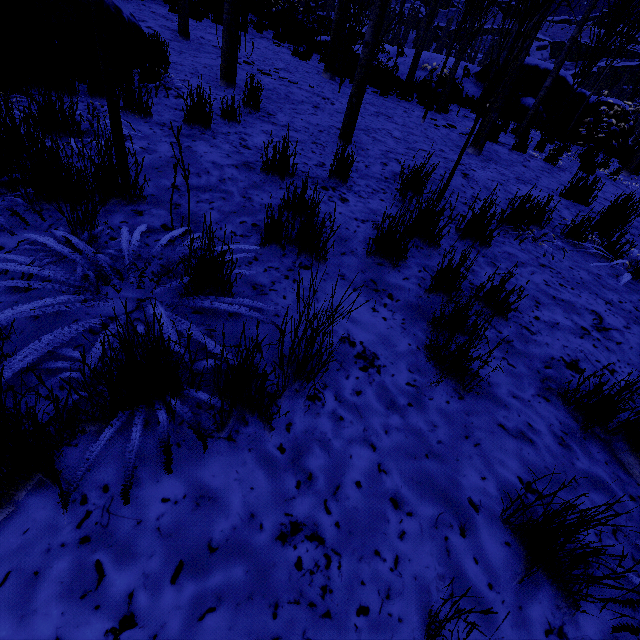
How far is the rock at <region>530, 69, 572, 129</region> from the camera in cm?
1262

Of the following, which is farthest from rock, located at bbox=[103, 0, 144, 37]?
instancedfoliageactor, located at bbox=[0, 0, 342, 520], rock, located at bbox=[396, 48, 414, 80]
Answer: rock, located at bbox=[396, 48, 414, 80]

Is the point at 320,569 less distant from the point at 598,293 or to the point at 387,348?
the point at 387,348

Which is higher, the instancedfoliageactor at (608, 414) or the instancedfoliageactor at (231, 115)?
the instancedfoliageactor at (231, 115)

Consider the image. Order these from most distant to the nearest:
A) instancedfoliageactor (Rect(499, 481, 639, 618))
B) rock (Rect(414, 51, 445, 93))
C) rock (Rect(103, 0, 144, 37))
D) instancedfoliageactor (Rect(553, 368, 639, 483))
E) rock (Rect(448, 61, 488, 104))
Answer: rock (Rect(448, 61, 488, 104)) → rock (Rect(414, 51, 445, 93)) → rock (Rect(103, 0, 144, 37)) → instancedfoliageactor (Rect(553, 368, 639, 483)) → instancedfoliageactor (Rect(499, 481, 639, 618))

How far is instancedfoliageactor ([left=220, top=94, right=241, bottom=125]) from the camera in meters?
3.8 m

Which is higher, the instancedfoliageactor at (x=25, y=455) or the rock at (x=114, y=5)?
the rock at (x=114, y=5)
